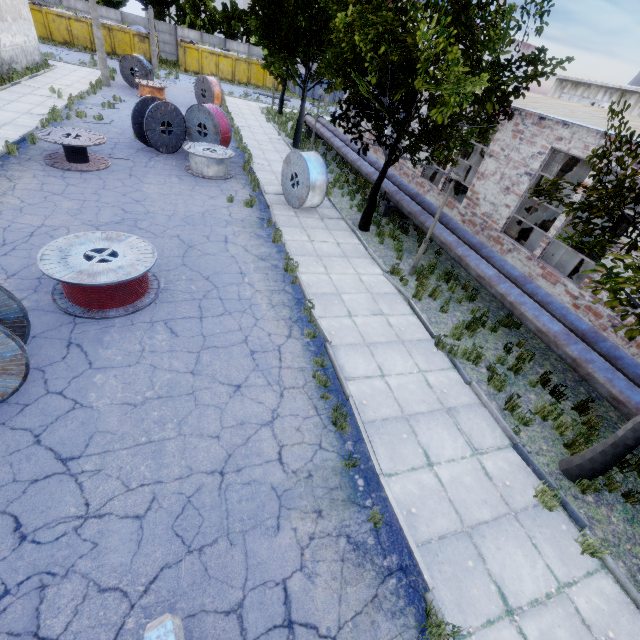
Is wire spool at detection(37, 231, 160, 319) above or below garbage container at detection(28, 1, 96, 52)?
below

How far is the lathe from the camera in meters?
16.4

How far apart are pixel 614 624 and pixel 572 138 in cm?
1213

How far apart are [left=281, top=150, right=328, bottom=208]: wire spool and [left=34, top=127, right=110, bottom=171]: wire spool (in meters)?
6.51

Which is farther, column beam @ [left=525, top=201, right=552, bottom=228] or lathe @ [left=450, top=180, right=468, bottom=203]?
lathe @ [left=450, top=180, right=468, bottom=203]

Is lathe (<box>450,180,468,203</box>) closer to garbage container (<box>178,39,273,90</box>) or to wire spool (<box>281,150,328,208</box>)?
wire spool (<box>281,150,328,208</box>)

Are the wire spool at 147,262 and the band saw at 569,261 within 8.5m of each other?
no

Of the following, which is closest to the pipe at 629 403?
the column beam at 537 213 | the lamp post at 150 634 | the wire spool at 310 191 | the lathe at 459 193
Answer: the wire spool at 310 191
